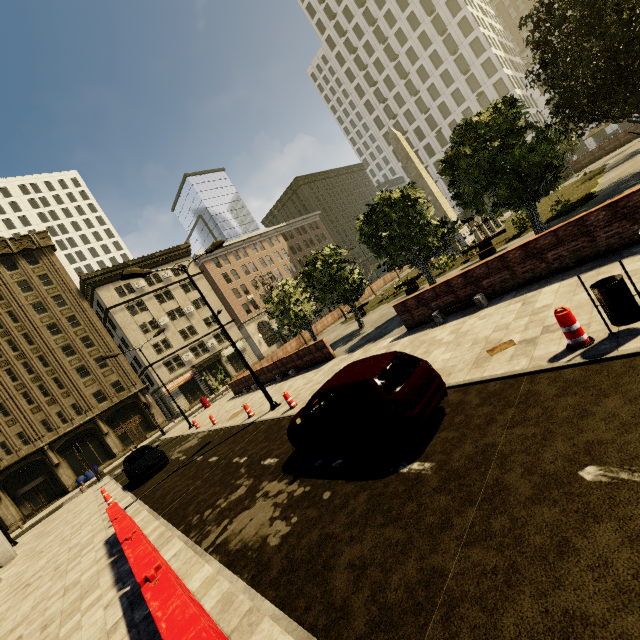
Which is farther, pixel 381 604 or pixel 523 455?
pixel 523 455

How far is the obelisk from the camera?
26.6m

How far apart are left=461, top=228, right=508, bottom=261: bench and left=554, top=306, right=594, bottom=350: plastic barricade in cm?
1366

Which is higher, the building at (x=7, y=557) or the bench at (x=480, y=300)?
the building at (x=7, y=557)

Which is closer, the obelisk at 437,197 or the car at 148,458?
the car at 148,458

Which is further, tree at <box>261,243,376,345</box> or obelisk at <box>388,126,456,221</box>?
obelisk at <box>388,126,456,221</box>

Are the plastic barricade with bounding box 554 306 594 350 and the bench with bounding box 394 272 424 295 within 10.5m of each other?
no

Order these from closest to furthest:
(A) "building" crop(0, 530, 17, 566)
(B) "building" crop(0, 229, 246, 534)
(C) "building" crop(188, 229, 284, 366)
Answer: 1. (A) "building" crop(0, 530, 17, 566)
2. (B) "building" crop(0, 229, 246, 534)
3. (C) "building" crop(188, 229, 284, 366)
